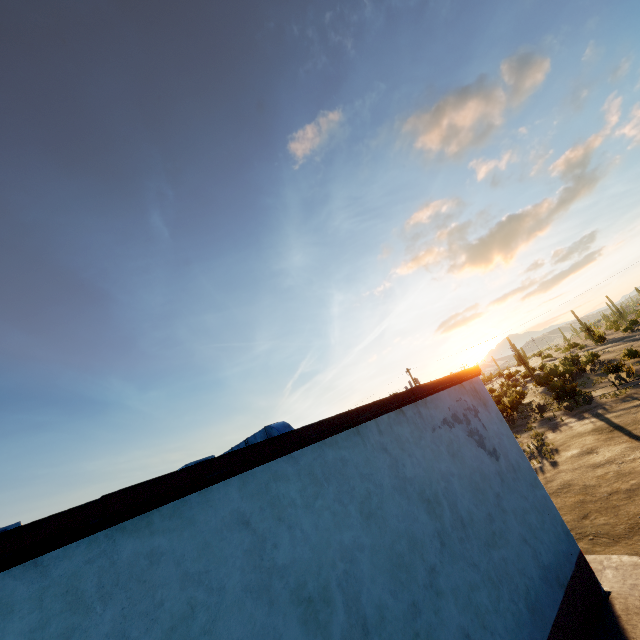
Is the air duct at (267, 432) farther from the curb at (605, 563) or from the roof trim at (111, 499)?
the curb at (605, 563)

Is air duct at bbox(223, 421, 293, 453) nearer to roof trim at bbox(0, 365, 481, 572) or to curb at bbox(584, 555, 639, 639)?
roof trim at bbox(0, 365, 481, 572)

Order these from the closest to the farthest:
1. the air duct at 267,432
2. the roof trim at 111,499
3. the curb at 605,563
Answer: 1. the roof trim at 111,499
2. the curb at 605,563
3. the air duct at 267,432

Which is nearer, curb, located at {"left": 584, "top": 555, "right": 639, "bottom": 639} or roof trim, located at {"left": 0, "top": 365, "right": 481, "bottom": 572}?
roof trim, located at {"left": 0, "top": 365, "right": 481, "bottom": 572}

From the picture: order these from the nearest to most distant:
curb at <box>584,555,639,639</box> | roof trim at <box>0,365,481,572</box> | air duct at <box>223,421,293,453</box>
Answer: roof trim at <box>0,365,481,572</box> → curb at <box>584,555,639,639</box> → air duct at <box>223,421,293,453</box>

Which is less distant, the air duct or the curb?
the curb

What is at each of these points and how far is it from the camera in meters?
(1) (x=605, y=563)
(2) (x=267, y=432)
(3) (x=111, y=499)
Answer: (1) curb, 7.3
(2) air duct, 7.3
(3) roof trim, 2.9
